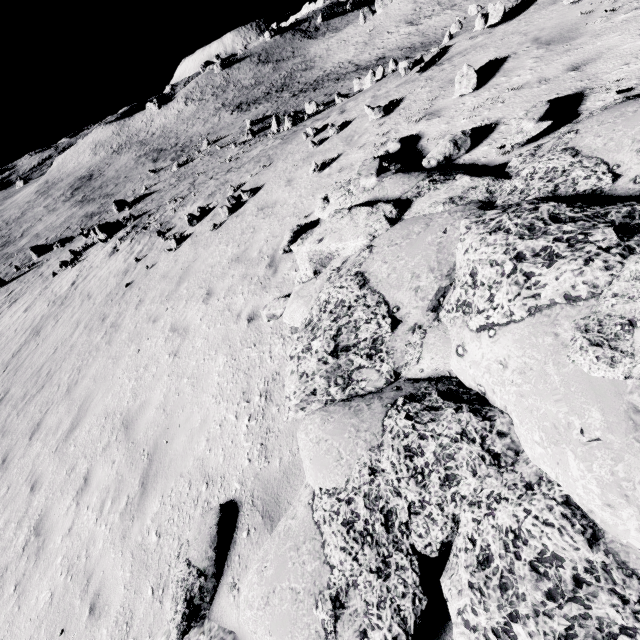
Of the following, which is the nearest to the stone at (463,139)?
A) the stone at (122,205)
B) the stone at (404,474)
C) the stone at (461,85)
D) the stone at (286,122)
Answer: the stone at (404,474)

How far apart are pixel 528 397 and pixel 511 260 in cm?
116

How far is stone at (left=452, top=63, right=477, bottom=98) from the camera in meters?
5.7 m

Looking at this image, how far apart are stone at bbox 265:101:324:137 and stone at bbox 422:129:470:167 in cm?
2854

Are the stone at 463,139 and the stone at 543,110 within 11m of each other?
yes

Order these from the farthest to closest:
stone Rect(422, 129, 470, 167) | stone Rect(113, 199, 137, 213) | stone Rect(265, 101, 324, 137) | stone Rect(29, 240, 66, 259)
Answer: stone Rect(29, 240, 66, 259), stone Rect(113, 199, 137, 213), stone Rect(265, 101, 324, 137), stone Rect(422, 129, 470, 167)

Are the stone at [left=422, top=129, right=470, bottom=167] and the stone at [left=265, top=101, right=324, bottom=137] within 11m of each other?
no

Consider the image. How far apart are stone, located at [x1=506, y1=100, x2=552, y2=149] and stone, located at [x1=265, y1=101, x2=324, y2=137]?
29.3 meters
